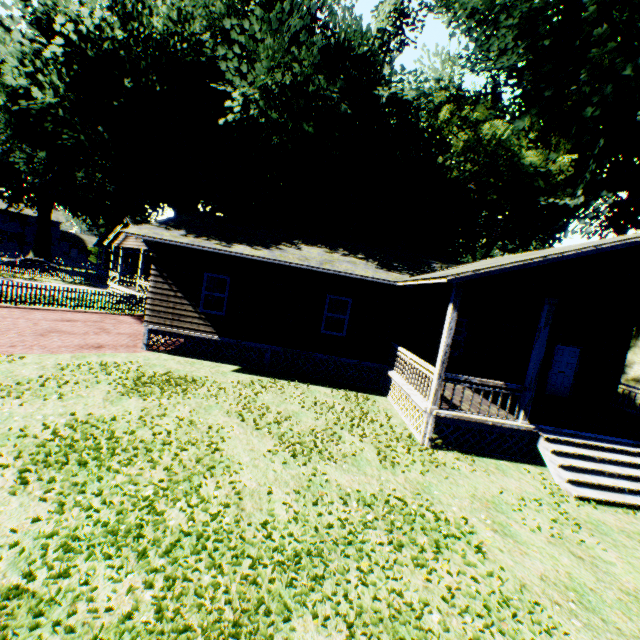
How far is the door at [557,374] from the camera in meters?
13.7 m

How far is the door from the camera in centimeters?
1370cm

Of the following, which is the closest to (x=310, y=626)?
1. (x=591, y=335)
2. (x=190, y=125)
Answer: (x=591, y=335)

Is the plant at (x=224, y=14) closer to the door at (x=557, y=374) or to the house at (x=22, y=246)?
the house at (x=22, y=246)

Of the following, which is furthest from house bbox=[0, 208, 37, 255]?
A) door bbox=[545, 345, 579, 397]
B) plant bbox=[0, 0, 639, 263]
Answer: door bbox=[545, 345, 579, 397]

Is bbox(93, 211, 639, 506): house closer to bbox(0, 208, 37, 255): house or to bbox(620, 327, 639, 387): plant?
bbox(620, 327, 639, 387): plant

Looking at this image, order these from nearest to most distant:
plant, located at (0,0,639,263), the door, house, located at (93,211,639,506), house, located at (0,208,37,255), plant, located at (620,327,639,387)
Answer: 1. house, located at (93,211,639,506)
2. plant, located at (0,0,639,263)
3. the door
4. plant, located at (620,327,639,387)
5. house, located at (0,208,37,255)

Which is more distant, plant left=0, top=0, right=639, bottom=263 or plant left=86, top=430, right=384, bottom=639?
plant left=0, top=0, right=639, bottom=263
